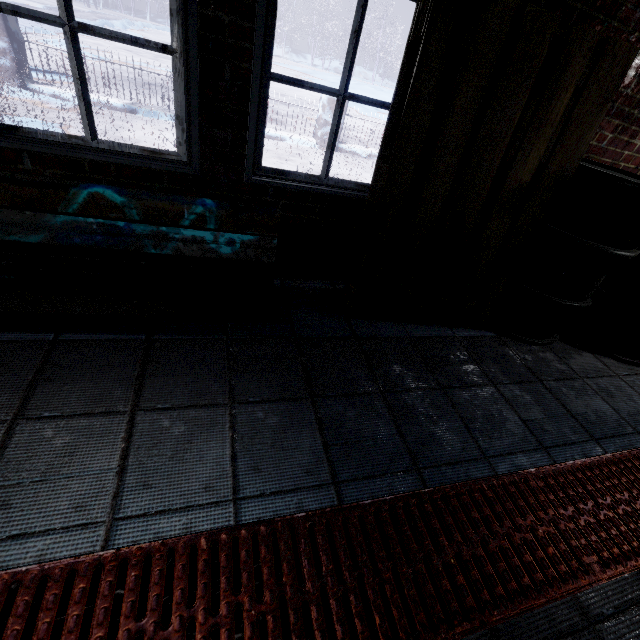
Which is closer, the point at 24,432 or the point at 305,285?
the point at 24,432

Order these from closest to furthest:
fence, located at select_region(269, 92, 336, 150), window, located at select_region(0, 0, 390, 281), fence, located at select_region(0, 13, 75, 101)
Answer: window, located at select_region(0, 0, 390, 281) < fence, located at select_region(0, 13, 75, 101) < fence, located at select_region(269, 92, 336, 150)

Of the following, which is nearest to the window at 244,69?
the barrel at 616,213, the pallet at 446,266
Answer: the pallet at 446,266

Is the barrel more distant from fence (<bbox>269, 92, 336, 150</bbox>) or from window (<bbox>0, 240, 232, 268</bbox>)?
fence (<bbox>269, 92, 336, 150</bbox>)

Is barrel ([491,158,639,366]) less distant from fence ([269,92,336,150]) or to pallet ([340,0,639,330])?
pallet ([340,0,639,330])

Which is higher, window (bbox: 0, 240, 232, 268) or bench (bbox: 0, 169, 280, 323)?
bench (bbox: 0, 169, 280, 323)

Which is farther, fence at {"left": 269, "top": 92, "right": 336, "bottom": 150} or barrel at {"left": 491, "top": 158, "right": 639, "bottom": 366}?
fence at {"left": 269, "top": 92, "right": 336, "bottom": 150}

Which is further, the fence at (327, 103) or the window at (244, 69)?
the fence at (327, 103)
